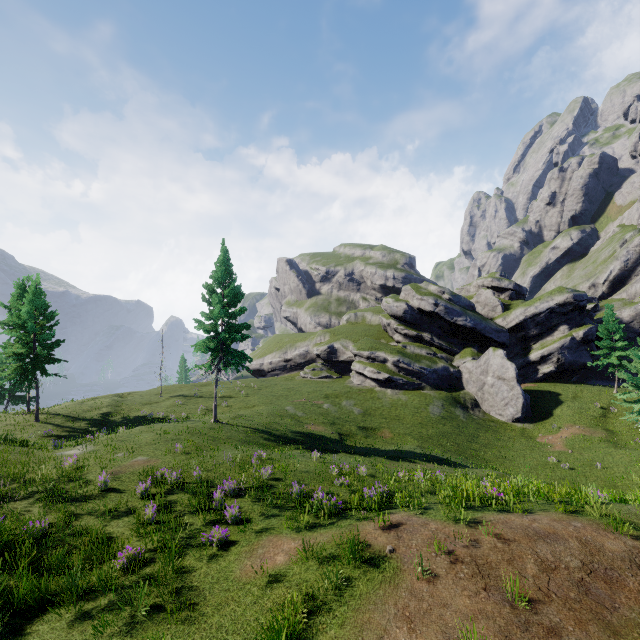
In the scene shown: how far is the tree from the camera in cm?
3669

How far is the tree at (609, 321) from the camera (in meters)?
36.69

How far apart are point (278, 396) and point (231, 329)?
15.5 meters
